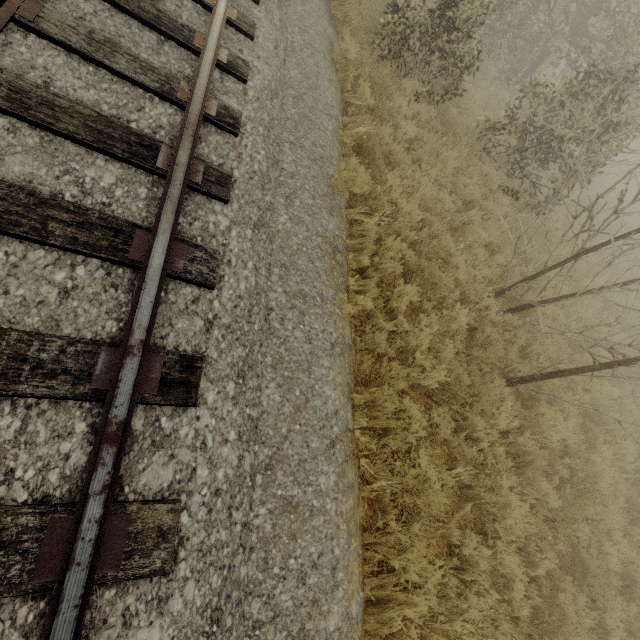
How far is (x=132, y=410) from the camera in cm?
210
